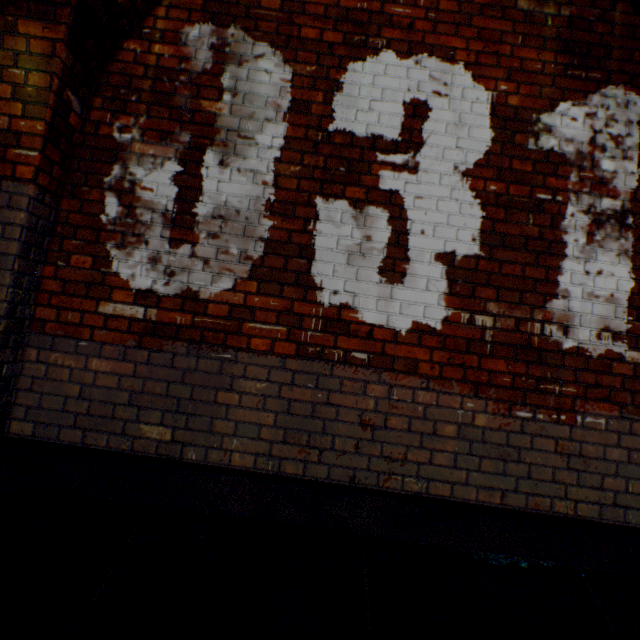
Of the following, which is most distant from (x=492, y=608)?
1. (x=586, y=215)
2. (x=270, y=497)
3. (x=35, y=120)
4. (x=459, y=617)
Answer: (x=35, y=120)
